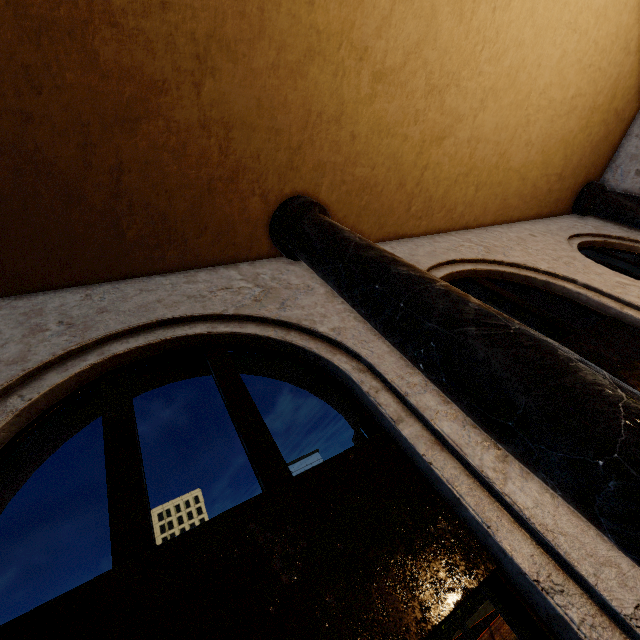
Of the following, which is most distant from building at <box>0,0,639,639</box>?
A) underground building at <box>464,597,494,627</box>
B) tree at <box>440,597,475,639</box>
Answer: underground building at <box>464,597,494,627</box>

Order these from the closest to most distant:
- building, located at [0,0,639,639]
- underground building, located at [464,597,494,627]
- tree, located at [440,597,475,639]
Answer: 1. building, located at [0,0,639,639]
2. tree, located at [440,597,475,639]
3. underground building, located at [464,597,494,627]

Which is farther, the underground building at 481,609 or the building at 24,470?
the underground building at 481,609

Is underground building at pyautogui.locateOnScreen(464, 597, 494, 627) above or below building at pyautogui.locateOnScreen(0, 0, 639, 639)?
below

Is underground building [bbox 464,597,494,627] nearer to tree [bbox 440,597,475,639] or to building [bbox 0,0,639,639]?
tree [bbox 440,597,475,639]

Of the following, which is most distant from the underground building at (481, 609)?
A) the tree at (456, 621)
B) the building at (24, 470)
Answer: the building at (24, 470)

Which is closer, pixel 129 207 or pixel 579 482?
pixel 579 482
